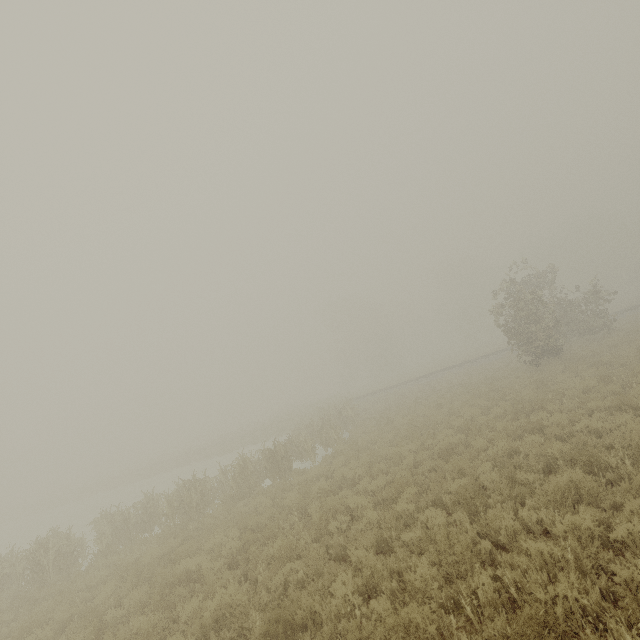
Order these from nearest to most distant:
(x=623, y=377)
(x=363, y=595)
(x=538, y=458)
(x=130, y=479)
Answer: (x=363, y=595) → (x=538, y=458) → (x=623, y=377) → (x=130, y=479)
